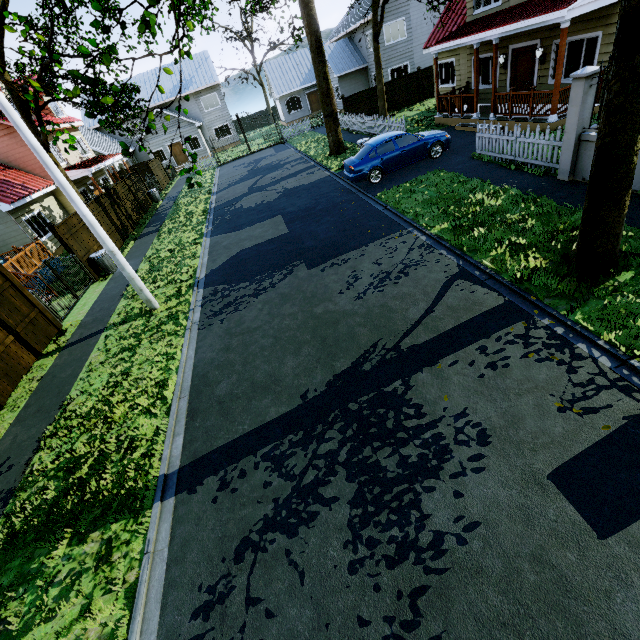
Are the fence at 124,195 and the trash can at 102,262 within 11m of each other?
yes

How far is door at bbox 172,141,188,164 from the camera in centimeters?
3506cm

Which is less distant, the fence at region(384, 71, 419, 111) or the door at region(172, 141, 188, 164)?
the fence at region(384, 71, 419, 111)

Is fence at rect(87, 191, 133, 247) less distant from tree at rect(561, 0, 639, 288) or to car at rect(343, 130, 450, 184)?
tree at rect(561, 0, 639, 288)

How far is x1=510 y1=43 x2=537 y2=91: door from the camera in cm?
1337

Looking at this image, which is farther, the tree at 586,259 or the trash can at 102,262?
the trash can at 102,262

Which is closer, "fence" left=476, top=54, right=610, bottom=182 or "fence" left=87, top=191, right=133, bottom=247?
"fence" left=476, top=54, right=610, bottom=182

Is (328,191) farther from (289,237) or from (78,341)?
(78,341)
